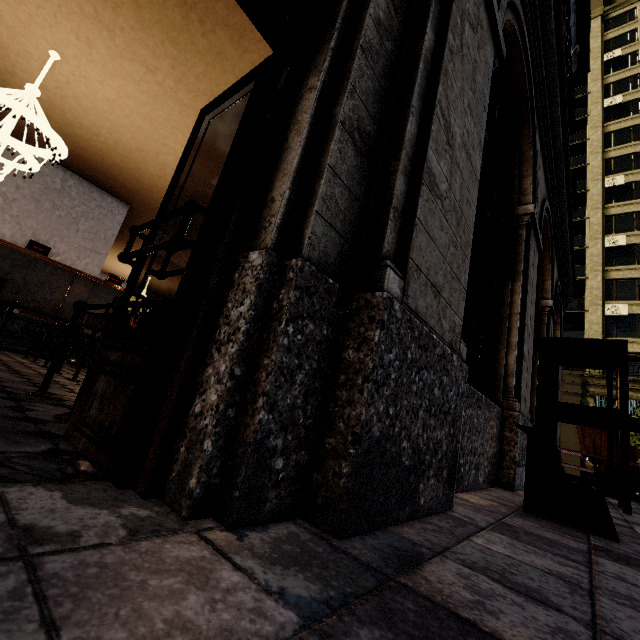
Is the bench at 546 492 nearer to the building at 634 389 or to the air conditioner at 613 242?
the building at 634 389

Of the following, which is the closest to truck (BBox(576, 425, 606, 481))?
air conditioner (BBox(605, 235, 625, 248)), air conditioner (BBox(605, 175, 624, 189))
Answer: air conditioner (BBox(605, 235, 625, 248))

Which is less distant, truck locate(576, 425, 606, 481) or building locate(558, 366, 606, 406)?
truck locate(576, 425, 606, 481)

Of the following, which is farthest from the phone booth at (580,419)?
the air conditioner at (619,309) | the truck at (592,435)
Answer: the air conditioner at (619,309)

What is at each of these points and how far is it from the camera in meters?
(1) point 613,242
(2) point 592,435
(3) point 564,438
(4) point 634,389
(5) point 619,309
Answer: (1) air conditioner, 26.2 m
(2) truck, 15.2 m
(3) building, 21.7 m
(4) building, 20.7 m
(5) air conditioner, 24.4 m

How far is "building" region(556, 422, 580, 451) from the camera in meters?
11.0

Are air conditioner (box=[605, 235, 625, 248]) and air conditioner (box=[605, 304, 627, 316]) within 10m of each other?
yes

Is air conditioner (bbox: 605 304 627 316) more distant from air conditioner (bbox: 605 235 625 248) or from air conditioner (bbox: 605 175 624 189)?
air conditioner (bbox: 605 175 624 189)
